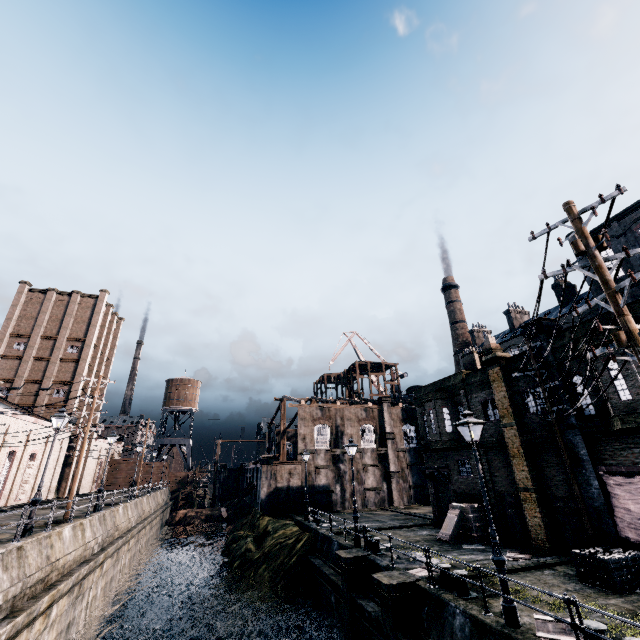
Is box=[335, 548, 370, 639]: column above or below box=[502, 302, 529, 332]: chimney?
below

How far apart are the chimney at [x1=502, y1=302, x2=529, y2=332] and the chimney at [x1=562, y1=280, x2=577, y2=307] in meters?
7.5

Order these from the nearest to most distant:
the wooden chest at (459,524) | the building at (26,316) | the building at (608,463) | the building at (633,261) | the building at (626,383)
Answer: the building at (626,383) → the building at (608,463) → the wooden chest at (459,524) → the building at (26,316) → the building at (633,261)

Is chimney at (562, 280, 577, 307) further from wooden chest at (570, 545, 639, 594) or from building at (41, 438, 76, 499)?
building at (41, 438, 76, 499)

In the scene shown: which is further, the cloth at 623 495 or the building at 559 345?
the building at 559 345

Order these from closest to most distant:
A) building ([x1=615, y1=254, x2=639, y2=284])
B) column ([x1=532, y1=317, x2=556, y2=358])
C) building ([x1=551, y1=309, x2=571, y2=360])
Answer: building ([x1=551, y1=309, x2=571, y2=360]) → column ([x1=532, y1=317, x2=556, y2=358]) → building ([x1=615, y1=254, x2=639, y2=284])

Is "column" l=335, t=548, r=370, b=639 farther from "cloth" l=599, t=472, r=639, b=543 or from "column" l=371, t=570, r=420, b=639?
"cloth" l=599, t=472, r=639, b=543

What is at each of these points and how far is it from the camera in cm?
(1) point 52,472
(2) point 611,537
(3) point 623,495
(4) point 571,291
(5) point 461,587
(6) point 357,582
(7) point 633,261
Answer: (1) building, 3988
(2) column, 1370
(3) cloth, 1365
(4) chimney, 5019
(5) bollard, 1170
(6) column, 1620
(7) building, 3834
